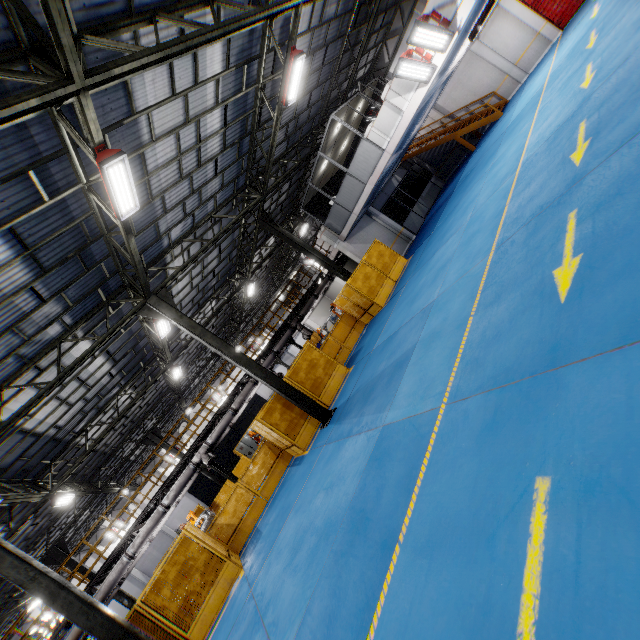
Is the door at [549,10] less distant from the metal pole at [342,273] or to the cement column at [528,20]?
the cement column at [528,20]

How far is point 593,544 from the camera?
2.1 meters

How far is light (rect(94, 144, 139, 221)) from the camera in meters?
6.5 m

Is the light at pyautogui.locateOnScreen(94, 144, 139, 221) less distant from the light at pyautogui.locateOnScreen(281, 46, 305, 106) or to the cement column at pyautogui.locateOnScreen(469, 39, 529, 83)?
the light at pyautogui.locateOnScreen(281, 46, 305, 106)

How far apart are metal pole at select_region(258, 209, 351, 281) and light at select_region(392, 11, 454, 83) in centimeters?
899cm

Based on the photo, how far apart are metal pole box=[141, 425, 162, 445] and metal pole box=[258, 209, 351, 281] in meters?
16.4 m

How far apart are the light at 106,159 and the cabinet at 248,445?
20.9 meters

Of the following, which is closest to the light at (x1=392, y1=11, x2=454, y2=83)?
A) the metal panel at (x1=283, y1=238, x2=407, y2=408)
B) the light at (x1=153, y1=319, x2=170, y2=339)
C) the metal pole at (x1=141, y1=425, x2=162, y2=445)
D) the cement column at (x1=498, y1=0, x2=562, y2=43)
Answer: the metal panel at (x1=283, y1=238, x2=407, y2=408)
